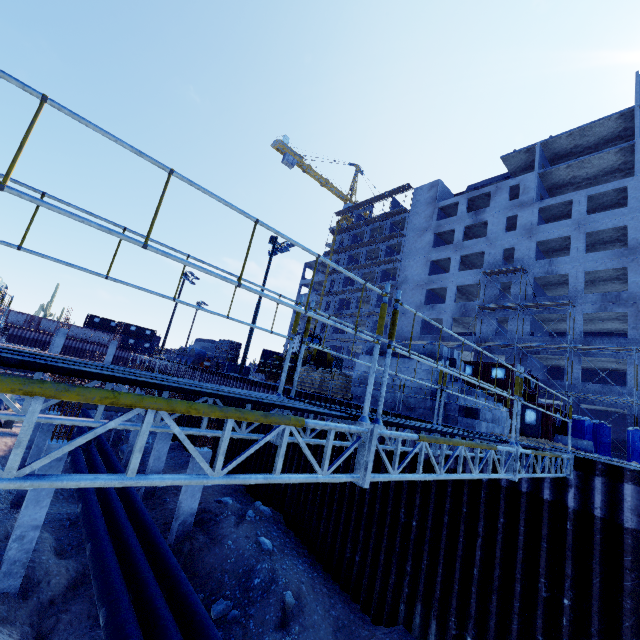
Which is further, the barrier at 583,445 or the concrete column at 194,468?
the barrier at 583,445

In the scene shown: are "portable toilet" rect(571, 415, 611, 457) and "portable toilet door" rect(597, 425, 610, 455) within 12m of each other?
yes

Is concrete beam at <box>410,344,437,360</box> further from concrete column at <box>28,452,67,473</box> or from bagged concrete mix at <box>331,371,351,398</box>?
concrete column at <box>28,452,67,473</box>

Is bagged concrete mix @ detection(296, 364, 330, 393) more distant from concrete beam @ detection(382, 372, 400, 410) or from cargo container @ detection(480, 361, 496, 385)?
cargo container @ detection(480, 361, 496, 385)

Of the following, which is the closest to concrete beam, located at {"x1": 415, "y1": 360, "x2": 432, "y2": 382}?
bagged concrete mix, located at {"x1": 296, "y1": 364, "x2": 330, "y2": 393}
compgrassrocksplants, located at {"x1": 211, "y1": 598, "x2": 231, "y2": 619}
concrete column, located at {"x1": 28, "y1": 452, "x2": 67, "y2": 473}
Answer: bagged concrete mix, located at {"x1": 296, "y1": 364, "x2": 330, "y2": 393}

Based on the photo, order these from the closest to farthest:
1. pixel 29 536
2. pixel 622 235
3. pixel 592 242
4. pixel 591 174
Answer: pixel 29 536 → pixel 622 235 → pixel 592 242 → pixel 591 174

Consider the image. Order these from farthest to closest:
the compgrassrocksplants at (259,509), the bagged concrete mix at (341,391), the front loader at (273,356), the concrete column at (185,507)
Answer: the front loader at (273,356) → the bagged concrete mix at (341,391) → the compgrassrocksplants at (259,509) → the concrete column at (185,507)

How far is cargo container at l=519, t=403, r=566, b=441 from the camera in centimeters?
2144cm
